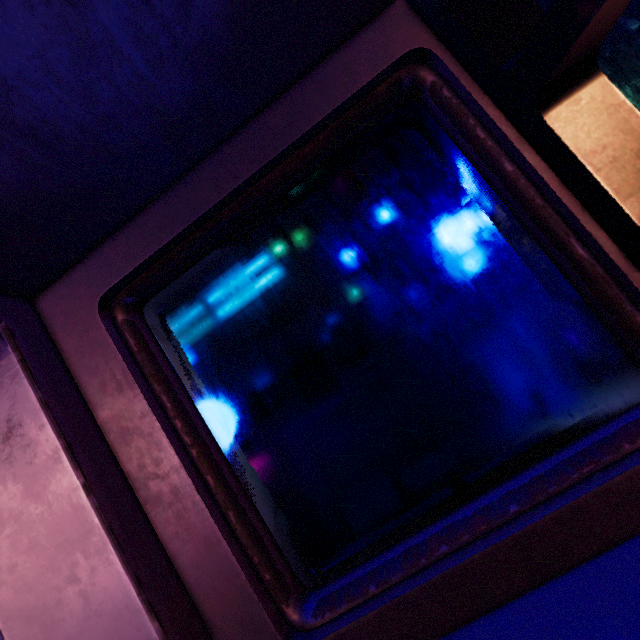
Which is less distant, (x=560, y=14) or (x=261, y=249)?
(x=560, y=14)
